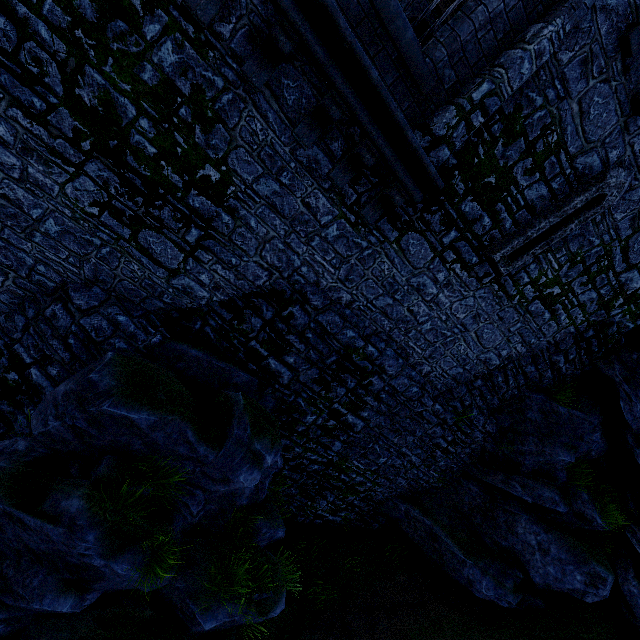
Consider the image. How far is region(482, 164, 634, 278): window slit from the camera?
6.0m

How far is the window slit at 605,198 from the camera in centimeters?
596cm

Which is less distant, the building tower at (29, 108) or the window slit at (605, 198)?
the building tower at (29, 108)

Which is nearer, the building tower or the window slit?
the building tower

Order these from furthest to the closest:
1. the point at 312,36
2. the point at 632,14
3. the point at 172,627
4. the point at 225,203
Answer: the point at 172,627 < the point at 225,203 < the point at 632,14 < the point at 312,36
